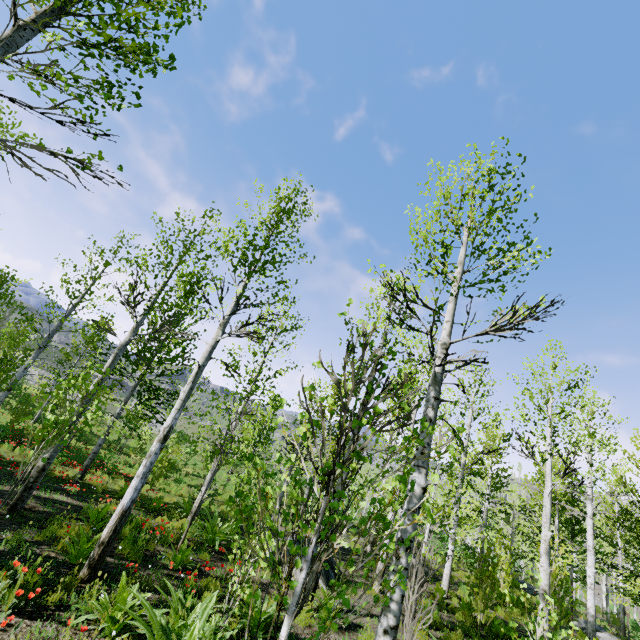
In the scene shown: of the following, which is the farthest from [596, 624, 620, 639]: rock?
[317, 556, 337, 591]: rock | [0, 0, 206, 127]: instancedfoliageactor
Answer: [317, 556, 337, 591]: rock

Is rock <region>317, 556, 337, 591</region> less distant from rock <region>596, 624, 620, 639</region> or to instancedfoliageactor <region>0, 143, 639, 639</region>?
instancedfoliageactor <region>0, 143, 639, 639</region>

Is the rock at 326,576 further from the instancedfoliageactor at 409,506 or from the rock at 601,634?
the rock at 601,634

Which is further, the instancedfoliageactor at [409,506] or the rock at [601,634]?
the rock at [601,634]

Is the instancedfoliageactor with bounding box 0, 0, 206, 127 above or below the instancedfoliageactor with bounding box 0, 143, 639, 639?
above

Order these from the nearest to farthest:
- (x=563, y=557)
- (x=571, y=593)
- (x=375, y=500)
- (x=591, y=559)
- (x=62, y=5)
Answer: (x=375, y=500) → (x=62, y=5) → (x=571, y=593) → (x=591, y=559) → (x=563, y=557)
